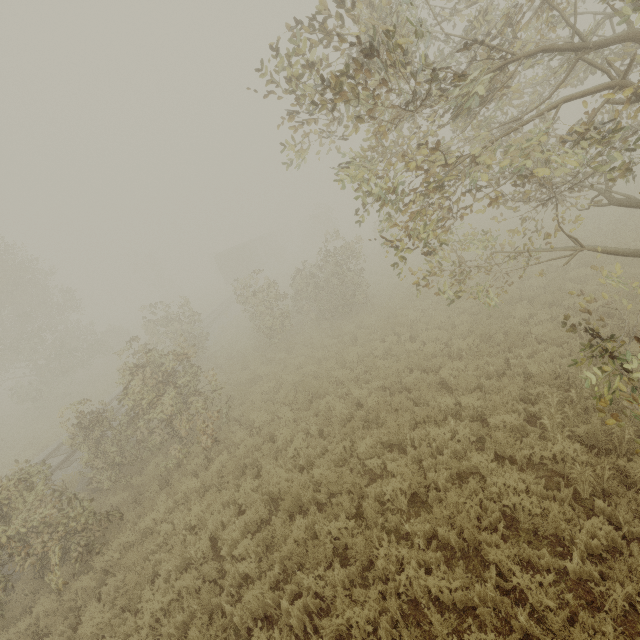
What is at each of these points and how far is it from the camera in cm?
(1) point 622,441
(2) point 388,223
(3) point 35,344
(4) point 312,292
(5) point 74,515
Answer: (1) tree, 596
(2) tree, 606
(3) tree, 1978
(4) tree, 1753
(5) tree, 749

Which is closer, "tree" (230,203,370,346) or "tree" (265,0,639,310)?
"tree" (265,0,639,310)

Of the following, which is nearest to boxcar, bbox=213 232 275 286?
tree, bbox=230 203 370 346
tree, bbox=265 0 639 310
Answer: tree, bbox=230 203 370 346

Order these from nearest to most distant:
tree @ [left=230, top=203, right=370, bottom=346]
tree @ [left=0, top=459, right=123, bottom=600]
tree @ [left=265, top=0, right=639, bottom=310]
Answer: tree @ [left=265, top=0, right=639, bottom=310]
tree @ [left=0, top=459, right=123, bottom=600]
tree @ [left=230, top=203, right=370, bottom=346]

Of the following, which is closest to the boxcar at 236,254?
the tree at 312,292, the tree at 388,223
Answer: the tree at 312,292

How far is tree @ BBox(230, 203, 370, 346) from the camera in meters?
16.4
